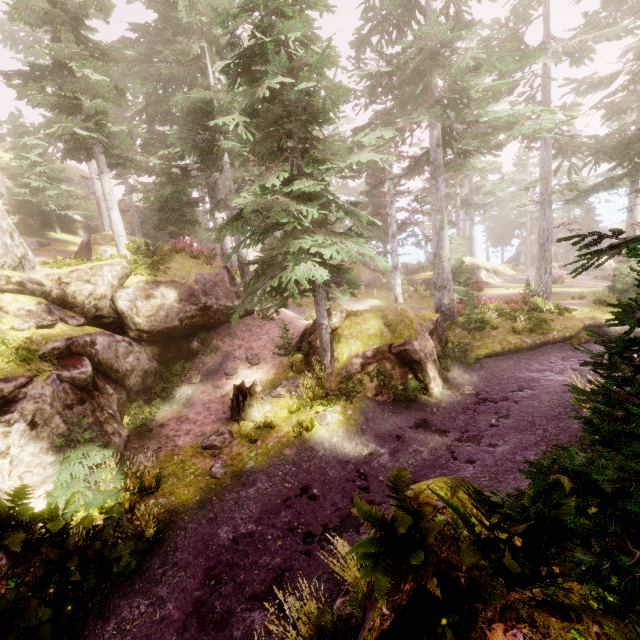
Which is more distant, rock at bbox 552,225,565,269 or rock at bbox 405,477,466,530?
rock at bbox 552,225,565,269

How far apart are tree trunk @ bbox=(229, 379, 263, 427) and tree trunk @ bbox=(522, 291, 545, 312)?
15.1 meters

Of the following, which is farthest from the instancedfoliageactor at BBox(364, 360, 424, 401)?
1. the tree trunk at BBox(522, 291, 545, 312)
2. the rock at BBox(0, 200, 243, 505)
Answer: the tree trunk at BBox(522, 291, 545, 312)

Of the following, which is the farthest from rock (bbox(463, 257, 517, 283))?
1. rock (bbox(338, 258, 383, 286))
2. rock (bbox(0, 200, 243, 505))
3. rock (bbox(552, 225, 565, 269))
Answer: rock (bbox(0, 200, 243, 505))

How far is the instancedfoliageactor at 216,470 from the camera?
9.0 meters

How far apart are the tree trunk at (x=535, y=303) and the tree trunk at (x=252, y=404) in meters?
15.1

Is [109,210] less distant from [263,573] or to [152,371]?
[152,371]

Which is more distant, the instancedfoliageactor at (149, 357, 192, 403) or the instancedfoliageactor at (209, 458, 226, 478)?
the instancedfoliageactor at (149, 357, 192, 403)
